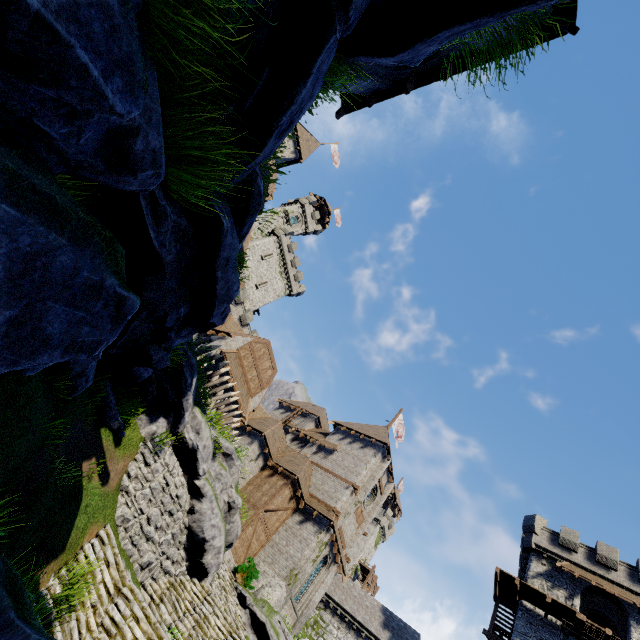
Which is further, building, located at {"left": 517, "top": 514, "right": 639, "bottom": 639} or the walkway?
building, located at {"left": 517, "top": 514, "right": 639, "bottom": 639}

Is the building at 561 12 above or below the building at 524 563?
below

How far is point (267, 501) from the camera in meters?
24.2

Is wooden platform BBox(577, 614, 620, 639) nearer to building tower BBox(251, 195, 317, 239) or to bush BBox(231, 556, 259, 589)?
bush BBox(231, 556, 259, 589)

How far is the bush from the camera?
20.1m

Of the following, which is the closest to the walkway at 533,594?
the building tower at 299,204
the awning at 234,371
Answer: the awning at 234,371

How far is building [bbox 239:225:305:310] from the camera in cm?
4806

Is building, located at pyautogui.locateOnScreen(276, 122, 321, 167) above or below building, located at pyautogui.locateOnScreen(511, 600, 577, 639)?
above
